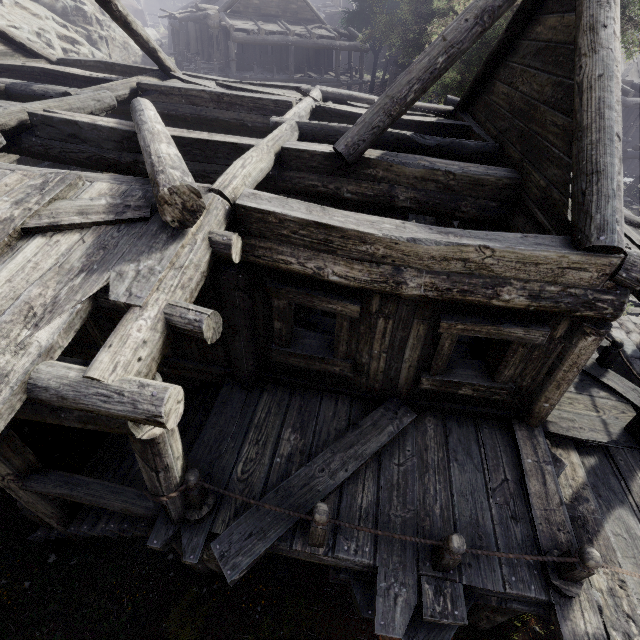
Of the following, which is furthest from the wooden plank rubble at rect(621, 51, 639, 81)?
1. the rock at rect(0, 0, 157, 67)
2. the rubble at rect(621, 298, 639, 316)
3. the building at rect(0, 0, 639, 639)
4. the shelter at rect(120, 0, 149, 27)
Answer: the shelter at rect(120, 0, 149, 27)

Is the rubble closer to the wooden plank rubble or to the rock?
the wooden plank rubble

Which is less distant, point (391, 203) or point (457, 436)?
point (457, 436)

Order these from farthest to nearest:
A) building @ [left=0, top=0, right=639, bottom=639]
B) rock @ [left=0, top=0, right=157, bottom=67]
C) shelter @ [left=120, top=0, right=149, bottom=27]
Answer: shelter @ [left=120, top=0, right=149, bottom=27] < rock @ [left=0, top=0, right=157, bottom=67] < building @ [left=0, top=0, right=639, bottom=639]

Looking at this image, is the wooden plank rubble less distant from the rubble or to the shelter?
the rubble

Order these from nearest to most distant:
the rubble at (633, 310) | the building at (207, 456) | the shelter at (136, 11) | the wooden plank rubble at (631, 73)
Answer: the building at (207, 456) → the rubble at (633, 310) → the wooden plank rubble at (631, 73) → the shelter at (136, 11)

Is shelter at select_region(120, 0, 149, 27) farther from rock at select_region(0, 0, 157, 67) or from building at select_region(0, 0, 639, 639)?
building at select_region(0, 0, 639, 639)

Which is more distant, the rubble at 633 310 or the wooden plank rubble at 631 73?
the wooden plank rubble at 631 73
